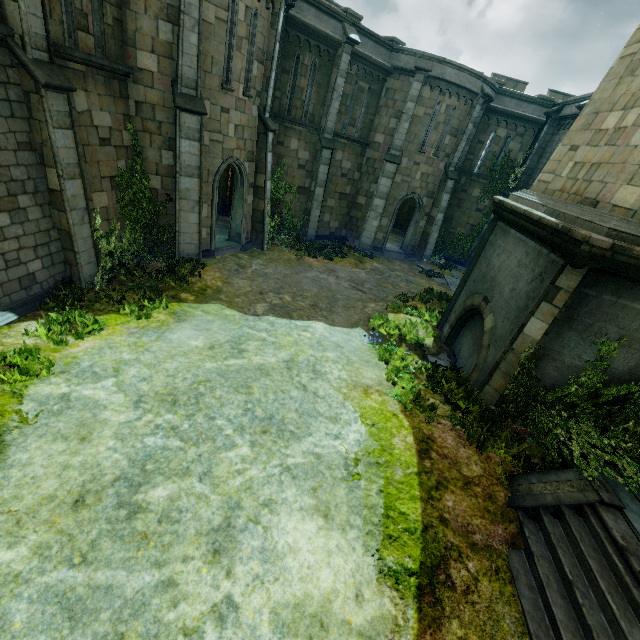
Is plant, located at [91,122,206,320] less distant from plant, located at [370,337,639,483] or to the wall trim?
plant, located at [370,337,639,483]

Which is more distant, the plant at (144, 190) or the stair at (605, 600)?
the plant at (144, 190)

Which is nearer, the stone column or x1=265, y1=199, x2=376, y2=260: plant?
x1=265, y1=199, x2=376, y2=260: plant

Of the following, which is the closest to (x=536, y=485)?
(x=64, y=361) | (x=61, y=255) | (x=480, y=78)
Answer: (x=64, y=361)

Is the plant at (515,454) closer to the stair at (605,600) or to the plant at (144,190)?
the stair at (605,600)

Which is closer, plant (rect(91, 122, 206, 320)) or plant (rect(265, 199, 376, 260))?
plant (rect(91, 122, 206, 320))

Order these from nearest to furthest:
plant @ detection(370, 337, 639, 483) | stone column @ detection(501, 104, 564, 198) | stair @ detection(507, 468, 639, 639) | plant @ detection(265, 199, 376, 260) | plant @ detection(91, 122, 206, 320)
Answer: stair @ detection(507, 468, 639, 639), plant @ detection(370, 337, 639, 483), plant @ detection(91, 122, 206, 320), plant @ detection(265, 199, 376, 260), stone column @ detection(501, 104, 564, 198)

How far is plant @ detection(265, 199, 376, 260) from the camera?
16.3m
